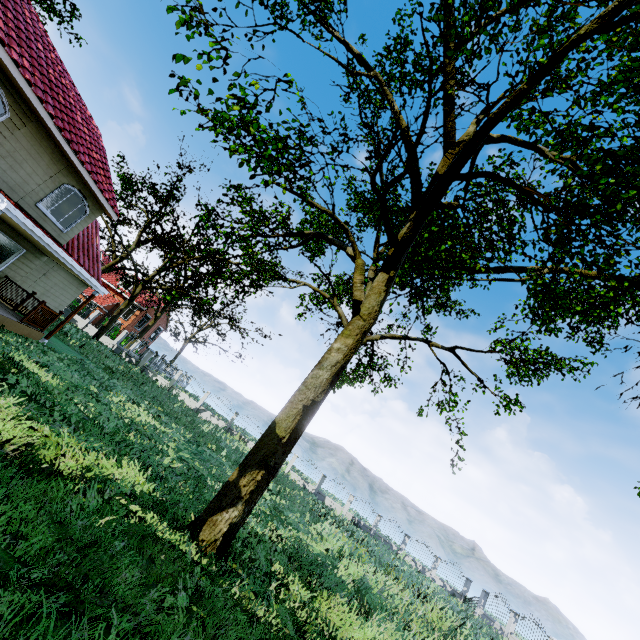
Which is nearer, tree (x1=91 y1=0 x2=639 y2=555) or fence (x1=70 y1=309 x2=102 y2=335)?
tree (x1=91 y1=0 x2=639 y2=555)

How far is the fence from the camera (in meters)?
29.39

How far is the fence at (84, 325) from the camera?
29.4 meters

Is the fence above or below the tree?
above

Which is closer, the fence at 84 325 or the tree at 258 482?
the tree at 258 482

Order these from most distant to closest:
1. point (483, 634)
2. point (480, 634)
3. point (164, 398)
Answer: point (164, 398) < point (483, 634) < point (480, 634)
